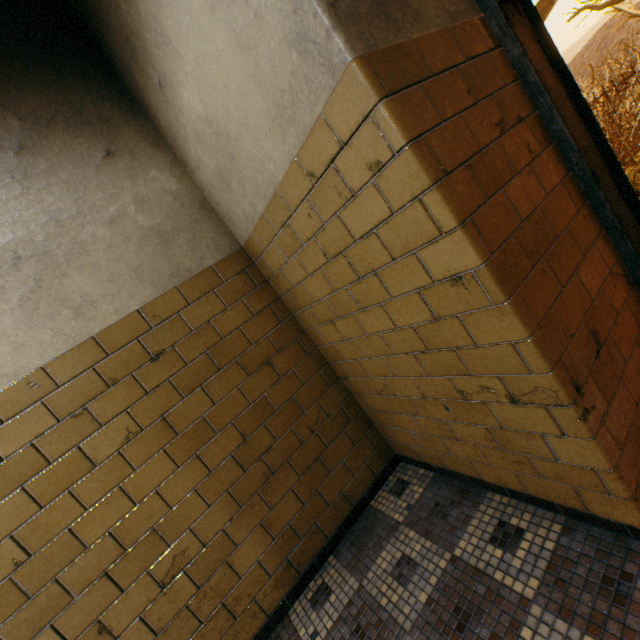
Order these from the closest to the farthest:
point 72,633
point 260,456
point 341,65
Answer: point 341,65 → point 72,633 → point 260,456

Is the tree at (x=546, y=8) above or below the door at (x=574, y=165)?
above

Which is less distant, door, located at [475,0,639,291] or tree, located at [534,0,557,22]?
door, located at [475,0,639,291]

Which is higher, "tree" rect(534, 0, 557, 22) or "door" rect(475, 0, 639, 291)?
"tree" rect(534, 0, 557, 22)

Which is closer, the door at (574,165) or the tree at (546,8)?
the door at (574,165)
